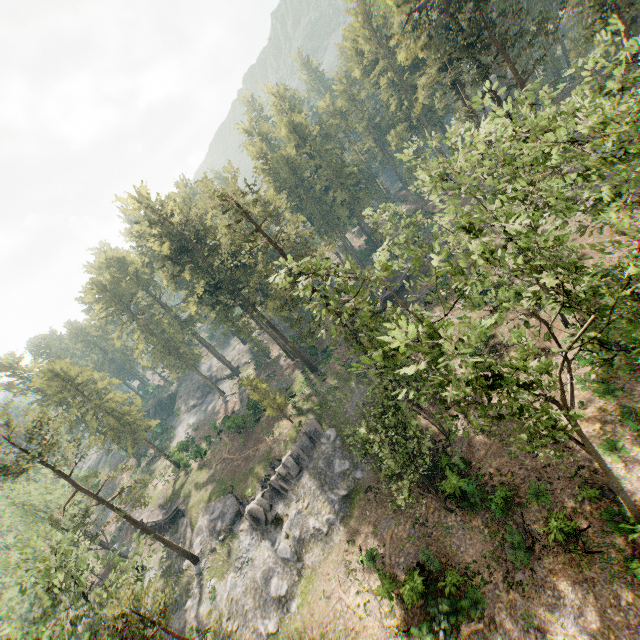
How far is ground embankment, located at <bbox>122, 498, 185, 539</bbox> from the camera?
42.7m

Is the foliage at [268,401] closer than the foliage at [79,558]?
No

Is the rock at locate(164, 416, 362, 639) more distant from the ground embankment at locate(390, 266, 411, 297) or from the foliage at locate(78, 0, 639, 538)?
the ground embankment at locate(390, 266, 411, 297)

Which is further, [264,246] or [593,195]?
[264,246]

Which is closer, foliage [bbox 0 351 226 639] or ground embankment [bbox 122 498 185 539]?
foliage [bbox 0 351 226 639]

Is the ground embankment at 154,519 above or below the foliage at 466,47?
below

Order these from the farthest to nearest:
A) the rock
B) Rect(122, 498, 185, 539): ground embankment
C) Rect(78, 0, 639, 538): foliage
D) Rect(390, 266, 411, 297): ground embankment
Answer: Rect(390, 266, 411, 297): ground embankment
Rect(122, 498, 185, 539): ground embankment
the rock
Rect(78, 0, 639, 538): foliage

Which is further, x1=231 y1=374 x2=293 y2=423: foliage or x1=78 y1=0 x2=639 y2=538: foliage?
x1=231 y1=374 x2=293 y2=423: foliage
